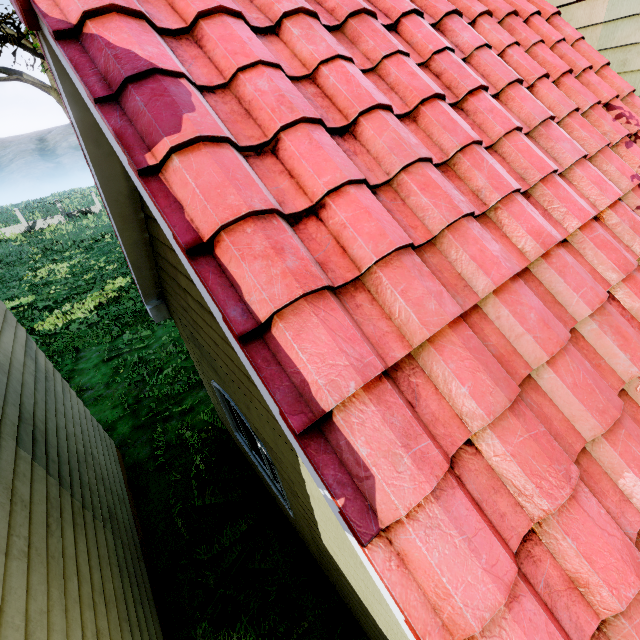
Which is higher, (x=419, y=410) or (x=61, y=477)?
(x=419, y=410)
